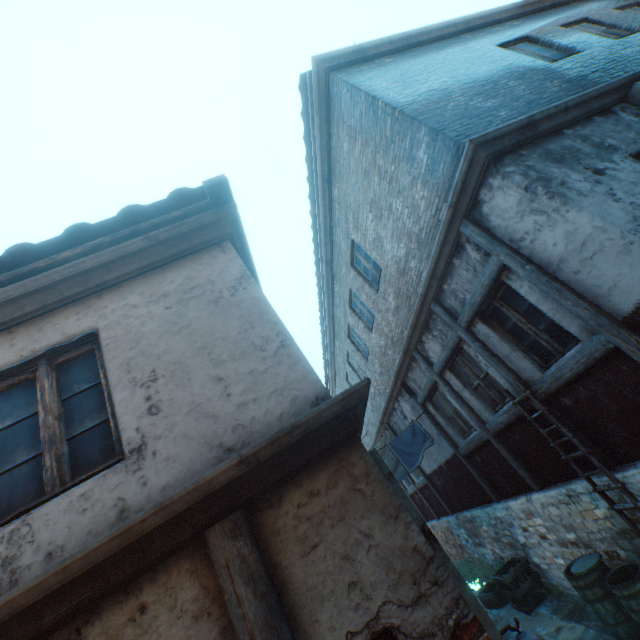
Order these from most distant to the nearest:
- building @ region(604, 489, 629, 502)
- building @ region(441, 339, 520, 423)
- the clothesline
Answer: the clothesline, building @ region(441, 339, 520, 423), building @ region(604, 489, 629, 502)

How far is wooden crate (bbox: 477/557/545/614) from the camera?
7.4 meters

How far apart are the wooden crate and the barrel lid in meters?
2.9 m

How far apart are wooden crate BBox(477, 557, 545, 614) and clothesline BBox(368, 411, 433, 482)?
2.97m

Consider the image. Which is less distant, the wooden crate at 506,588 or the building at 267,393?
the building at 267,393

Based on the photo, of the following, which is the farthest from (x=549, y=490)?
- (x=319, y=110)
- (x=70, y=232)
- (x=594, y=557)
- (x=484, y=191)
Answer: (x=319, y=110)

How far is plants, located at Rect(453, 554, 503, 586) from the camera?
9.4m

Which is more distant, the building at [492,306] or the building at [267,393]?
the building at [492,306]
